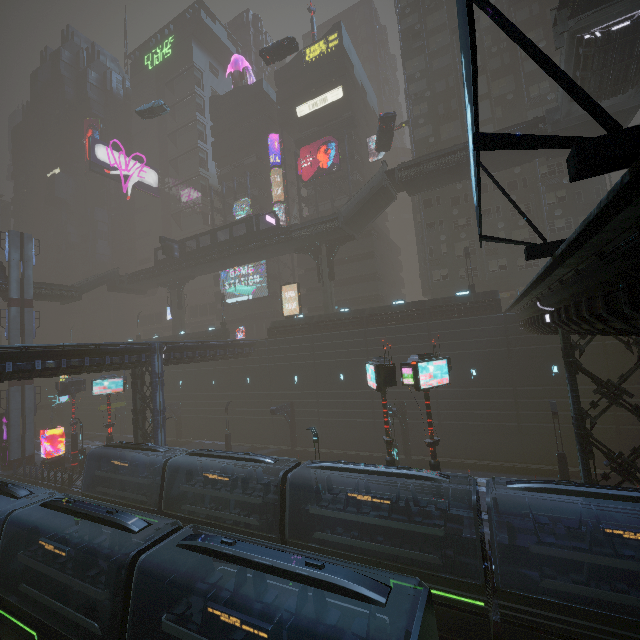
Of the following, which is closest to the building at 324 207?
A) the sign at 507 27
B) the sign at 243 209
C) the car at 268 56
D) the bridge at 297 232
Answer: the sign at 507 27

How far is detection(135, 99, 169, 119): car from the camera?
41.3 meters

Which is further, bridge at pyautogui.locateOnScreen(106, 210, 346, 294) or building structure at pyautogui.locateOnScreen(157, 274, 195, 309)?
building structure at pyautogui.locateOnScreen(157, 274, 195, 309)

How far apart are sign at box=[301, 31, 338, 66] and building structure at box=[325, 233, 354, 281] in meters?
30.8

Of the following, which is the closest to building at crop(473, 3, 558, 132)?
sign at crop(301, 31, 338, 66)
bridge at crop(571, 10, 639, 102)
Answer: sign at crop(301, 31, 338, 66)

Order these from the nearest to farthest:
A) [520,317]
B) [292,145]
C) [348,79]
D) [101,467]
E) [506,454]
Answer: [101,467] < [520,317] < [506,454] < [348,79] < [292,145]

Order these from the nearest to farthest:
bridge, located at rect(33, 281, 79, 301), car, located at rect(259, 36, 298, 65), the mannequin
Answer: car, located at rect(259, 36, 298, 65) → bridge, located at rect(33, 281, 79, 301) → the mannequin

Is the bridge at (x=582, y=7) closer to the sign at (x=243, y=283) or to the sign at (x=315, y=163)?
the sign at (x=315, y=163)
